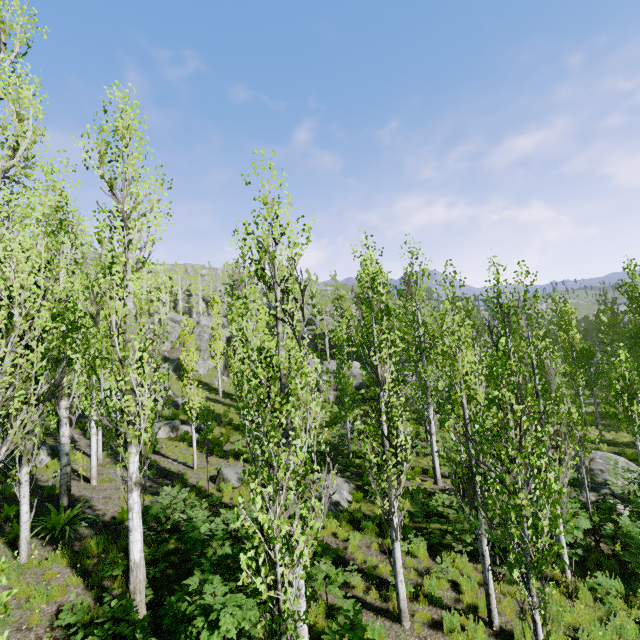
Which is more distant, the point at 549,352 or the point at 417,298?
the point at 417,298

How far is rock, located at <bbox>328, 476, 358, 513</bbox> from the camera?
12.8 meters

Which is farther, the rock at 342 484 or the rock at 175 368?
the rock at 175 368

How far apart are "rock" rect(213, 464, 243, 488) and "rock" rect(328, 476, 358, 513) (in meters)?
2.73

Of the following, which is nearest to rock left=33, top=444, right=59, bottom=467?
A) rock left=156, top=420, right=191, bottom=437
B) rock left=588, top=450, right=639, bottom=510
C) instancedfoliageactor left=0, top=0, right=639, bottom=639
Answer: instancedfoliageactor left=0, top=0, right=639, bottom=639

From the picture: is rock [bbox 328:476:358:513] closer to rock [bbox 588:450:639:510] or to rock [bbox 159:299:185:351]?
rock [bbox 588:450:639:510]

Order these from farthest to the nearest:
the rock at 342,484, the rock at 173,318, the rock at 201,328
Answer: the rock at 173,318 → the rock at 201,328 → the rock at 342,484

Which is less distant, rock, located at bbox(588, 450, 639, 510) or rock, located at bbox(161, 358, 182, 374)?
rock, located at bbox(588, 450, 639, 510)
